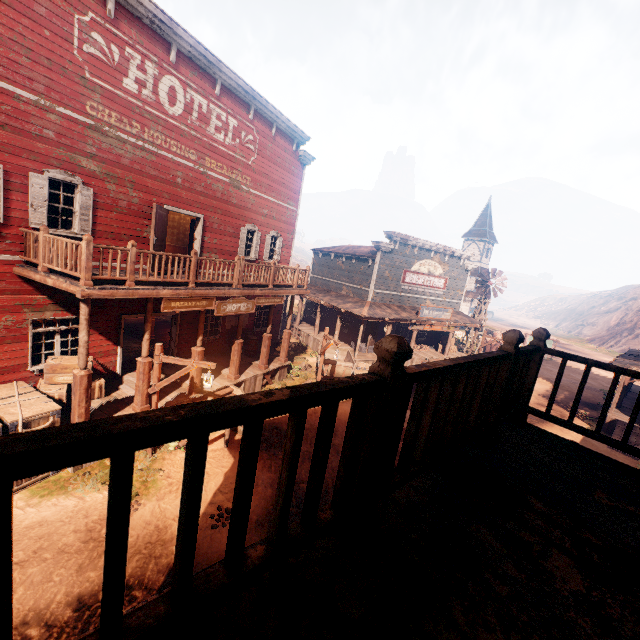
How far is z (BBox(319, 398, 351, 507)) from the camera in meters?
9.0 m

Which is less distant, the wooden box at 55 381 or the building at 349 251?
the building at 349 251

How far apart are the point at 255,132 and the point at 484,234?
41.3m

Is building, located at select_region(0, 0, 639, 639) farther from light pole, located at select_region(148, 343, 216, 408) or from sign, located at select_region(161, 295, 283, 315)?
light pole, located at select_region(148, 343, 216, 408)

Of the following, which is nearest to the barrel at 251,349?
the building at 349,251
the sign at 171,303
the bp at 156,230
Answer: the building at 349,251

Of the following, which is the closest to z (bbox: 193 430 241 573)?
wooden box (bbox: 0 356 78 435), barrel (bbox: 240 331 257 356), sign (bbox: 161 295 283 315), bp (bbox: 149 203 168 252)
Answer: wooden box (bbox: 0 356 78 435)

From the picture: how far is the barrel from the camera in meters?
16.1 m
